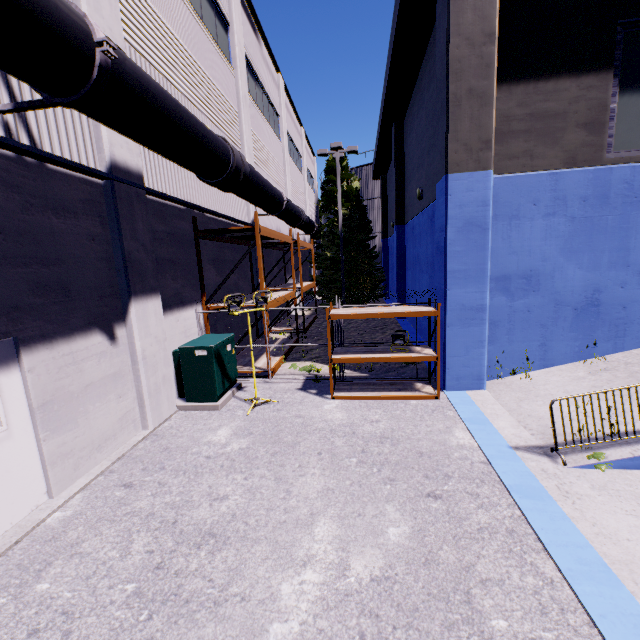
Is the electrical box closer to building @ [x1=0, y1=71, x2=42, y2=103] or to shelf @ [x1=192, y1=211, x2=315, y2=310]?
building @ [x1=0, y1=71, x2=42, y2=103]

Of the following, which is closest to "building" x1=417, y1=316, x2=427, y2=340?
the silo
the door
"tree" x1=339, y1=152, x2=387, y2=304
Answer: the door

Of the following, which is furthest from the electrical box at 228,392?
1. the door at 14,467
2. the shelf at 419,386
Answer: the shelf at 419,386

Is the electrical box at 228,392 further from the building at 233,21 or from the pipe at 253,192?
the pipe at 253,192

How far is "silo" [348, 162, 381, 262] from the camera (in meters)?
29.39

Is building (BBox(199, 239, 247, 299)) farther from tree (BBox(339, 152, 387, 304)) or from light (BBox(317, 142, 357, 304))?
light (BBox(317, 142, 357, 304))

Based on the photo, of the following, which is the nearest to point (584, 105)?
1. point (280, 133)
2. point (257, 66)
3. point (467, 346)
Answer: point (467, 346)

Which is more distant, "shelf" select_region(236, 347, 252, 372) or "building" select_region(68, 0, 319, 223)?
"shelf" select_region(236, 347, 252, 372)
